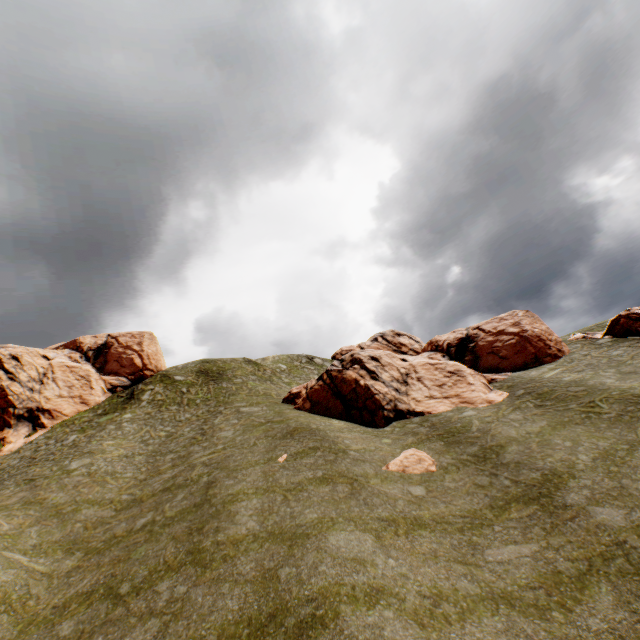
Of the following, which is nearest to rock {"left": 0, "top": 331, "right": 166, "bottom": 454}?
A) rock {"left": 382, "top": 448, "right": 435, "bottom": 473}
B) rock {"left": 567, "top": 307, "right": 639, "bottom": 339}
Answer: rock {"left": 382, "top": 448, "right": 435, "bottom": 473}

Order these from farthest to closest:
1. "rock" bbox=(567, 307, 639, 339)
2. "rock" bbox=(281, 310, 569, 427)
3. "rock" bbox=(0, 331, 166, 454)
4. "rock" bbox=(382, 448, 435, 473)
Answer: "rock" bbox=(0, 331, 166, 454) < "rock" bbox=(567, 307, 639, 339) < "rock" bbox=(281, 310, 569, 427) < "rock" bbox=(382, 448, 435, 473)

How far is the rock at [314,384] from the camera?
24.0m

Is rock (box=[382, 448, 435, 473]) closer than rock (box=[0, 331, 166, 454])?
Yes

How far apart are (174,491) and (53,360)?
33.42m

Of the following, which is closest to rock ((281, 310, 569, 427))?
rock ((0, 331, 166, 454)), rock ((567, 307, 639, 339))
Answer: rock ((567, 307, 639, 339))

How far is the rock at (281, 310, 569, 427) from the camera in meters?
24.0 m

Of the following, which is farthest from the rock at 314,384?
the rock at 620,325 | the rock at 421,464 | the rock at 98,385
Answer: the rock at 98,385
